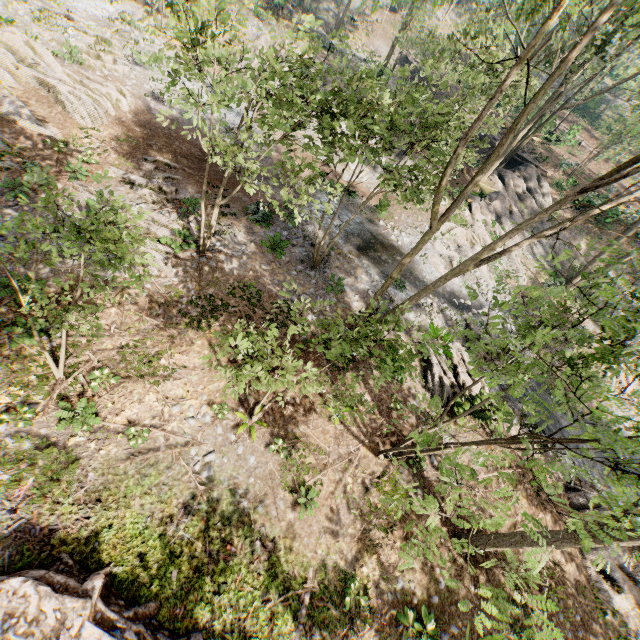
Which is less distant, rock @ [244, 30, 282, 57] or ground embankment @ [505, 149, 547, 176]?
rock @ [244, 30, 282, 57]

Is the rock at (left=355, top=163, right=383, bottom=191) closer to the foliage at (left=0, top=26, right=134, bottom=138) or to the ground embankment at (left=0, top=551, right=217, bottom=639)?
the foliage at (left=0, top=26, right=134, bottom=138)

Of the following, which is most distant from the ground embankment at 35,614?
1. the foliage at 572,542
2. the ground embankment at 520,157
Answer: the ground embankment at 520,157

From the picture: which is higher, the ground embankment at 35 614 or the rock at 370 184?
the ground embankment at 35 614

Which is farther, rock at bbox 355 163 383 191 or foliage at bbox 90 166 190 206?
rock at bbox 355 163 383 191

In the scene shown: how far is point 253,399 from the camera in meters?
11.5 m
